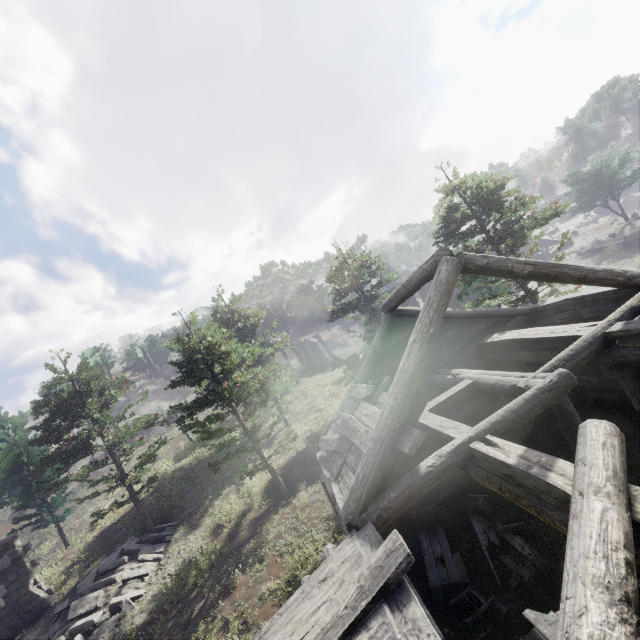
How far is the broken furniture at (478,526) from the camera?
7.8 meters

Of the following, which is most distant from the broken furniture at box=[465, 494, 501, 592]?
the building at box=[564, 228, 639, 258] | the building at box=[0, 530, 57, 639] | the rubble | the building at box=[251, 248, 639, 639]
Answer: the building at box=[564, 228, 639, 258]

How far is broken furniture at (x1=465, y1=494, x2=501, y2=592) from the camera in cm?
777

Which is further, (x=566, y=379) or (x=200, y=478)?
(x=200, y=478)

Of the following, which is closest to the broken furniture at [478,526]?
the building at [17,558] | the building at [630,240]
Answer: the building at [17,558]

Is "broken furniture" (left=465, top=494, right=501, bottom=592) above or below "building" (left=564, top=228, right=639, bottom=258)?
above

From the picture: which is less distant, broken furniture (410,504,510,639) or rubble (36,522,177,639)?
broken furniture (410,504,510,639)
